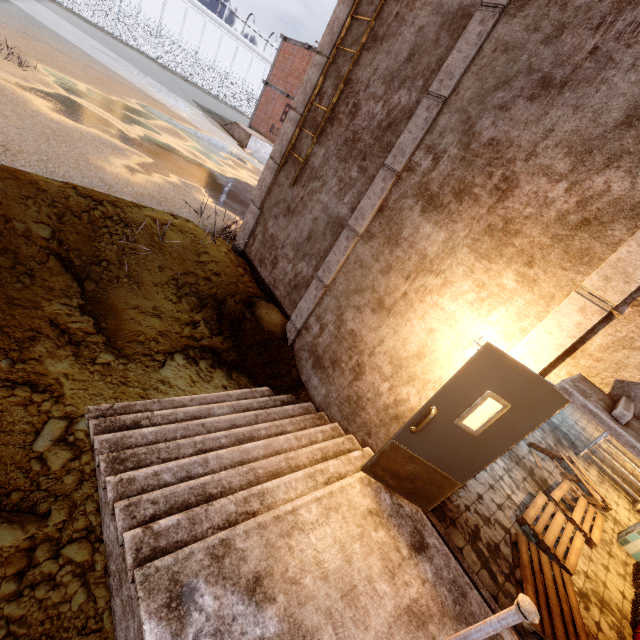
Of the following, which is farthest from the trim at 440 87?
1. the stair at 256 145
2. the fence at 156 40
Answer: the stair at 256 145

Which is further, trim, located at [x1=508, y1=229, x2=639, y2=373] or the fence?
the fence

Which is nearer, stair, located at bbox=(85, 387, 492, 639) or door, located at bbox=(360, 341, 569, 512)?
stair, located at bbox=(85, 387, 492, 639)

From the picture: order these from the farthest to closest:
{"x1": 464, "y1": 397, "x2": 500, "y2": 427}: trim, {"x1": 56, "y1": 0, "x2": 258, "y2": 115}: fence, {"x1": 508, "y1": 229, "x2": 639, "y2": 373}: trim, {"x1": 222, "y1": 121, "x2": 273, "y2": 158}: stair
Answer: {"x1": 56, "y1": 0, "x2": 258, "y2": 115}: fence → {"x1": 222, "y1": 121, "x2": 273, "y2": 158}: stair → {"x1": 464, "y1": 397, "x2": 500, "y2": 427}: trim → {"x1": 508, "y1": 229, "x2": 639, "y2": 373}: trim

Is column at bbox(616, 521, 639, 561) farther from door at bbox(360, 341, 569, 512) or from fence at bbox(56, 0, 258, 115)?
fence at bbox(56, 0, 258, 115)

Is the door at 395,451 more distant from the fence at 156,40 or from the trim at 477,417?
the fence at 156,40

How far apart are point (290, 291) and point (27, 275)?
4.00m

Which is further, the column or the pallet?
the column
